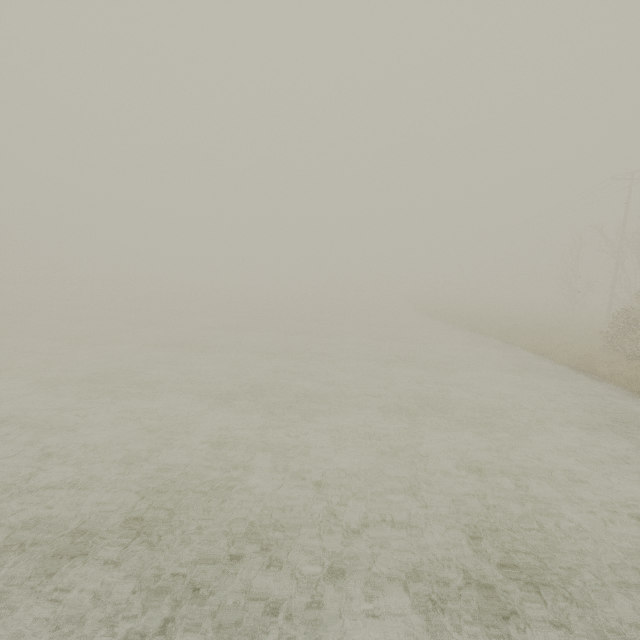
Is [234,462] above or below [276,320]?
below
